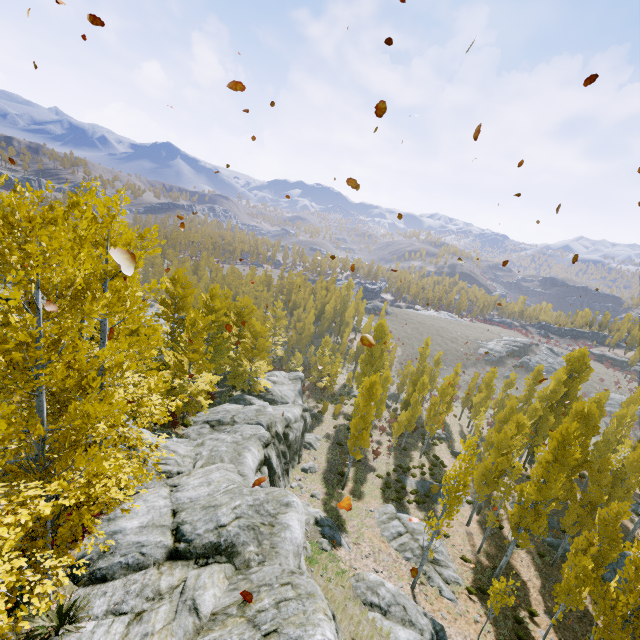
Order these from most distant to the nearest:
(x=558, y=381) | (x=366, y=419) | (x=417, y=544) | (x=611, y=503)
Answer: (x=558, y=381) < (x=366, y=419) < (x=417, y=544) < (x=611, y=503)

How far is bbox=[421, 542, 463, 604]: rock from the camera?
19.45m

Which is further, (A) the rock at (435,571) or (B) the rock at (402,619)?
(A) the rock at (435,571)

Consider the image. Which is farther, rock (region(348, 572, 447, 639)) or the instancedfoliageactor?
rock (region(348, 572, 447, 639))

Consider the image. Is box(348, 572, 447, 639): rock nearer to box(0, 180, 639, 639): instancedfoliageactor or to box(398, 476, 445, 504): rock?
box(0, 180, 639, 639): instancedfoliageactor

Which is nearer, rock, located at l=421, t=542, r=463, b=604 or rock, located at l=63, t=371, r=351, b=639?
rock, located at l=63, t=371, r=351, b=639

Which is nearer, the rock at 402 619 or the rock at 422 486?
the rock at 402 619

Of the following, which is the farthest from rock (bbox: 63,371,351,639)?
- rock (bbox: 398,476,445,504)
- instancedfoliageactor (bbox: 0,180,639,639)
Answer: rock (bbox: 398,476,445,504)
